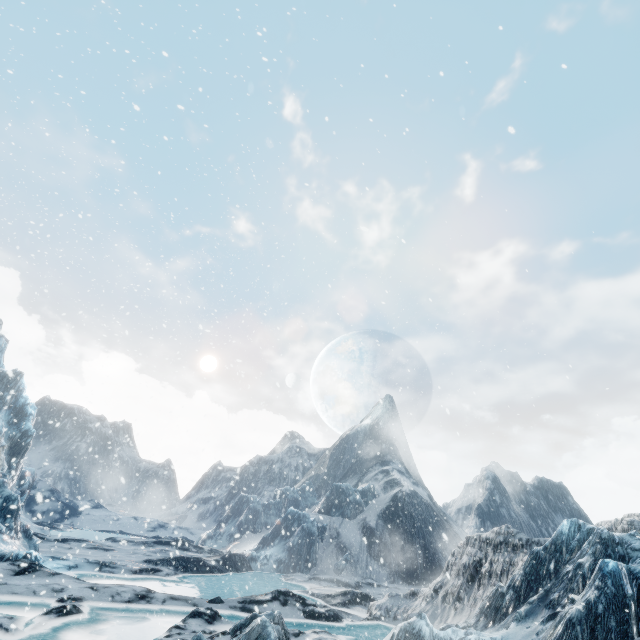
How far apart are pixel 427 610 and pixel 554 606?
8.59m
